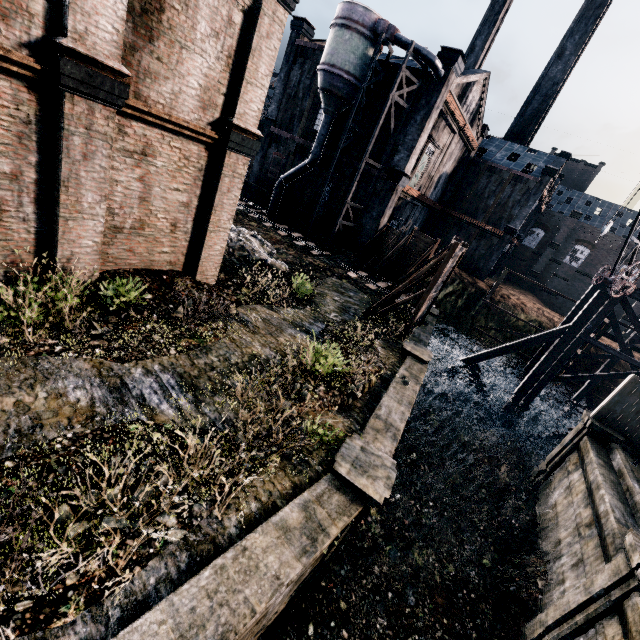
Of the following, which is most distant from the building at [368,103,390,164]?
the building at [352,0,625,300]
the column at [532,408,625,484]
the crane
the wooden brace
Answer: the column at [532,408,625,484]

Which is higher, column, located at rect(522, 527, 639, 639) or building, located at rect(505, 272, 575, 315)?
building, located at rect(505, 272, 575, 315)

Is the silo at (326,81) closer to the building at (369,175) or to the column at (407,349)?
the building at (369,175)

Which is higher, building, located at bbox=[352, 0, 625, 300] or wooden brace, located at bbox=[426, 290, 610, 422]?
building, located at bbox=[352, 0, 625, 300]

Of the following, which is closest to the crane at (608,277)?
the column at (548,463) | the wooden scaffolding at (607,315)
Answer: the wooden scaffolding at (607,315)

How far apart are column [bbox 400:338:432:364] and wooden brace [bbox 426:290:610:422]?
9.8 meters

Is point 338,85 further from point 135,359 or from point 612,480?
point 612,480

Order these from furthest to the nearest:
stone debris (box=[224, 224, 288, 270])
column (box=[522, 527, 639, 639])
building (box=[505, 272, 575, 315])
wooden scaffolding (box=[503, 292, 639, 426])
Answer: building (box=[505, 272, 575, 315]) < wooden scaffolding (box=[503, 292, 639, 426]) < stone debris (box=[224, 224, 288, 270]) < column (box=[522, 527, 639, 639])
